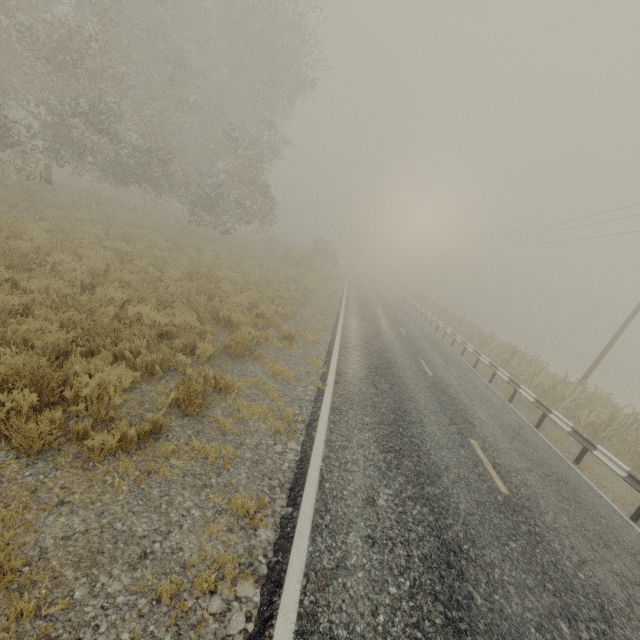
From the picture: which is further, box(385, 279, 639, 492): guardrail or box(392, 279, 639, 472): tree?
box(392, 279, 639, 472): tree

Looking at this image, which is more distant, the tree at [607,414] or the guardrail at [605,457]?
the tree at [607,414]

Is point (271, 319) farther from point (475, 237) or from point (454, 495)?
point (475, 237)
